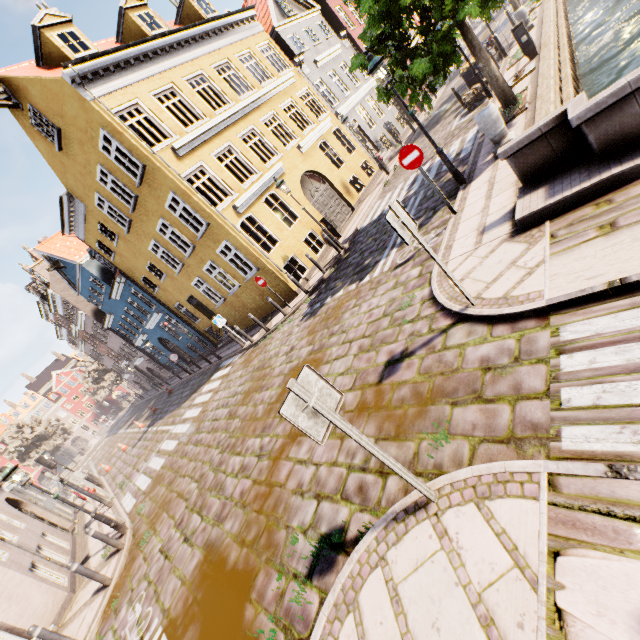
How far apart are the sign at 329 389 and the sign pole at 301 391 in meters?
0.0

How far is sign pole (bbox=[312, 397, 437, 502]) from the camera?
2.7 meters

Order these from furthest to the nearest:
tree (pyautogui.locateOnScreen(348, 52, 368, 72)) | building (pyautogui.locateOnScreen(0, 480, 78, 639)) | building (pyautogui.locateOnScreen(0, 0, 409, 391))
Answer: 1. building (pyautogui.locateOnScreen(0, 0, 409, 391))
2. tree (pyautogui.locateOnScreen(348, 52, 368, 72))
3. building (pyautogui.locateOnScreen(0, 480, 78, 639))

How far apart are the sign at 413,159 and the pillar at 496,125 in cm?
210

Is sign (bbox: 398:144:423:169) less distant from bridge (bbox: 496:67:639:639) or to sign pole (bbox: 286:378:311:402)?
bridge (bbox: 496:67:639:639)

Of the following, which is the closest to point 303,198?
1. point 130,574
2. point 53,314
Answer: point 130,574

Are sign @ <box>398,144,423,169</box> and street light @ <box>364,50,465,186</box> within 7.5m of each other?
yes

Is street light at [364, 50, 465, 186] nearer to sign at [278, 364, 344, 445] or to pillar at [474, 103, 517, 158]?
pillar at [474, 103, 517, 158]
